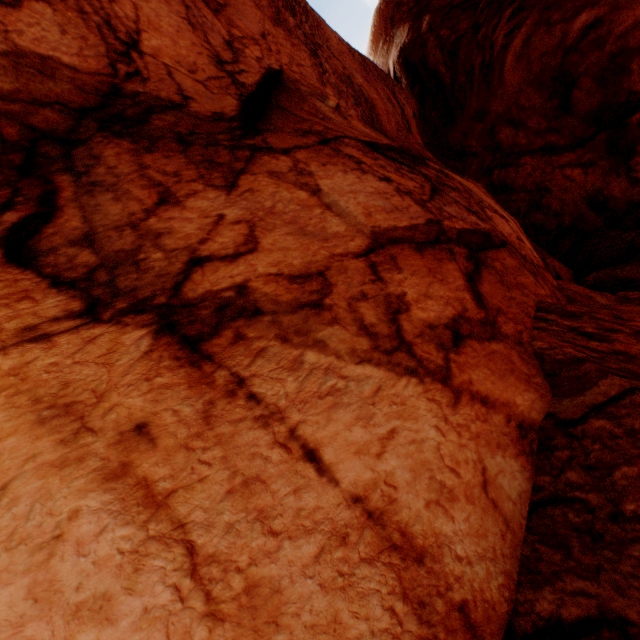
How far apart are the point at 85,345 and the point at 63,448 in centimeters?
56cm
